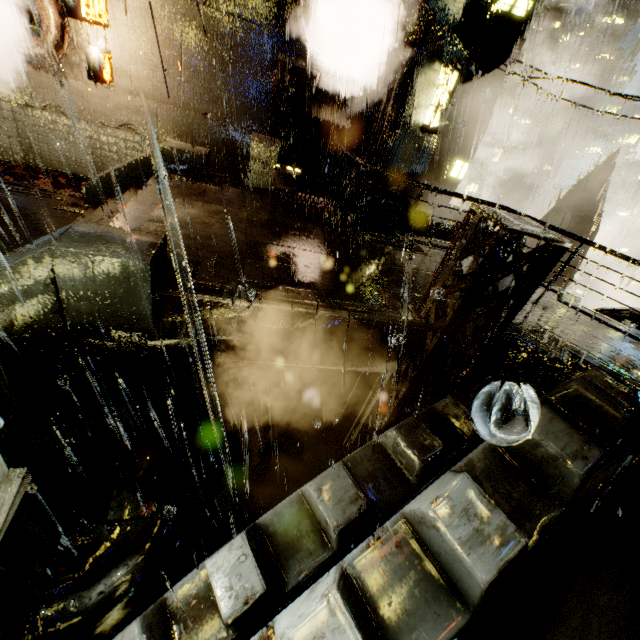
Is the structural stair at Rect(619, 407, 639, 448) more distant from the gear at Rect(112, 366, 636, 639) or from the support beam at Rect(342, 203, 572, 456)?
the support beam at Rect(342, 203, 572, 456)

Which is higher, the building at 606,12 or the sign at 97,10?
the building at 606,12

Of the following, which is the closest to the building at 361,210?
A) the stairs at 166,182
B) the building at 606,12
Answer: the stairs at 166,182

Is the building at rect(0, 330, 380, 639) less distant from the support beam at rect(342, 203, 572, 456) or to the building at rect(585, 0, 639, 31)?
the support beam at rect(342, 203, 572, 456)

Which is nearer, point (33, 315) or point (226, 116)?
point (33, 315)

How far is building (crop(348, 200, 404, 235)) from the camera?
11.06m

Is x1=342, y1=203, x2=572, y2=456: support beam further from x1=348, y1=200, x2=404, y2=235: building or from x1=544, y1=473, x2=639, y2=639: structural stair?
x1=544, y1=473, x2=639, y2=639: structural stair

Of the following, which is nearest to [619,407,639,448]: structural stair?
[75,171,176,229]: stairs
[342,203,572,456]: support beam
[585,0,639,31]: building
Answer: [342,203,572,456]: support beam
